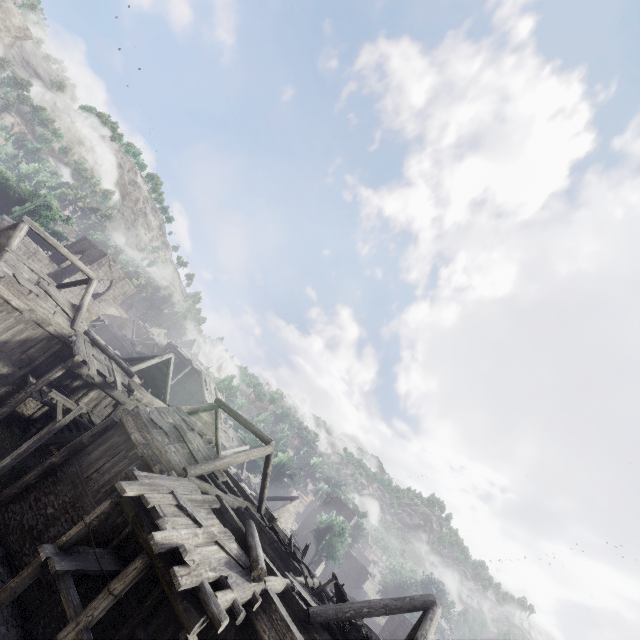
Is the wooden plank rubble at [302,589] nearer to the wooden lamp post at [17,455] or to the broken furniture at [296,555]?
the broken furniture at [296,555]

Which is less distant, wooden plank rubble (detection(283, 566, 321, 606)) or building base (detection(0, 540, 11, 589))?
building base (detection(0, 540, 11, 589))

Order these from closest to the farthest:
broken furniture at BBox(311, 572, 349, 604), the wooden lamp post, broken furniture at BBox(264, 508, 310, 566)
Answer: the wooden lamp post, broken furniture at BBox(311, 572, 349, 604), broken furniture at BBox(264, 508, 310, 566)

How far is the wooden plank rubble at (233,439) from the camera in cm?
3854

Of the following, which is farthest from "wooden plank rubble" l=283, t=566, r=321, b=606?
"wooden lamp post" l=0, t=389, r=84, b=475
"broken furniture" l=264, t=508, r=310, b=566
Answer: "wooden lamp post" l=0, t=389, r=84, b=475

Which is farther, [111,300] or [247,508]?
[111,300]

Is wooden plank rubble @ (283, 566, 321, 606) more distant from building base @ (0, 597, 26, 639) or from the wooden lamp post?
the wooden lamp post

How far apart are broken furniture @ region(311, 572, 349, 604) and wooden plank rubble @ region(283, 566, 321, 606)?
0.0 meters
